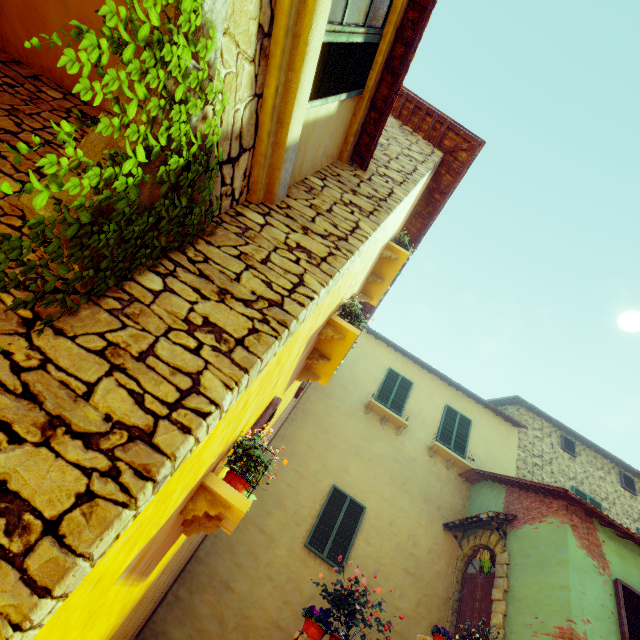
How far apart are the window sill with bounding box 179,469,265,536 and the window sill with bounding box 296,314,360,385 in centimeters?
197cm

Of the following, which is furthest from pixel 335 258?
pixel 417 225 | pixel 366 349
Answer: pixel 366 349

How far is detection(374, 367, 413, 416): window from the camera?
11.39m

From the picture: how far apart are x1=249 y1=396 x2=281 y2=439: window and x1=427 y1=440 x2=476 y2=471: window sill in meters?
8.0 m

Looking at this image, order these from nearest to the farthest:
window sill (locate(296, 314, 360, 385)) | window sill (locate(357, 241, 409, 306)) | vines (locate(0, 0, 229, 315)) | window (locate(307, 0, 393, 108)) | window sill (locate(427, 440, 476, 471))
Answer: vines (locate(0, 0, 229, 315)) → window (locate(307, 0, 393, 108)) → window sill (locate(296, 314, 360, 385)) → window sill (locate(357, 241, 409, 306)) → window sill (locate(427, 440, 476, 471))

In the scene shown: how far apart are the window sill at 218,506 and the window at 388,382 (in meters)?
8.03

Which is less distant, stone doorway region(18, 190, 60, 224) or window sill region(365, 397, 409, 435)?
stone doorway region(18, 190, 60, 224)

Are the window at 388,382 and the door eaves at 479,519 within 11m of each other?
yes
